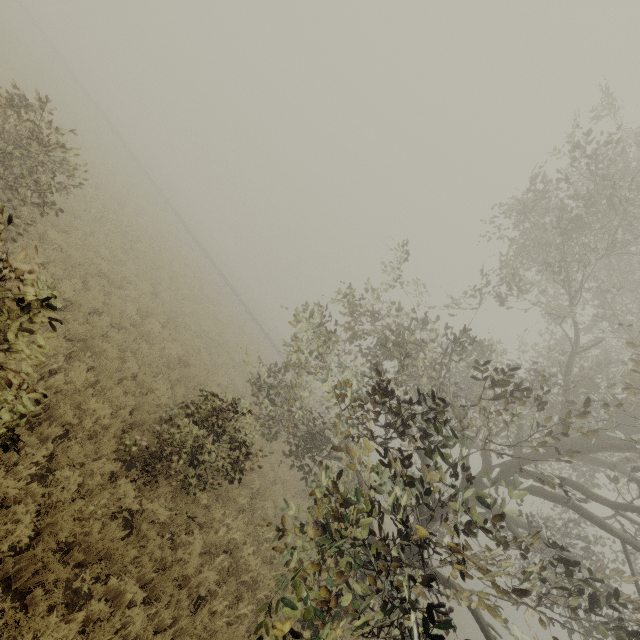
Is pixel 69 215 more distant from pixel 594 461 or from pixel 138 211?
pixel 594 461
